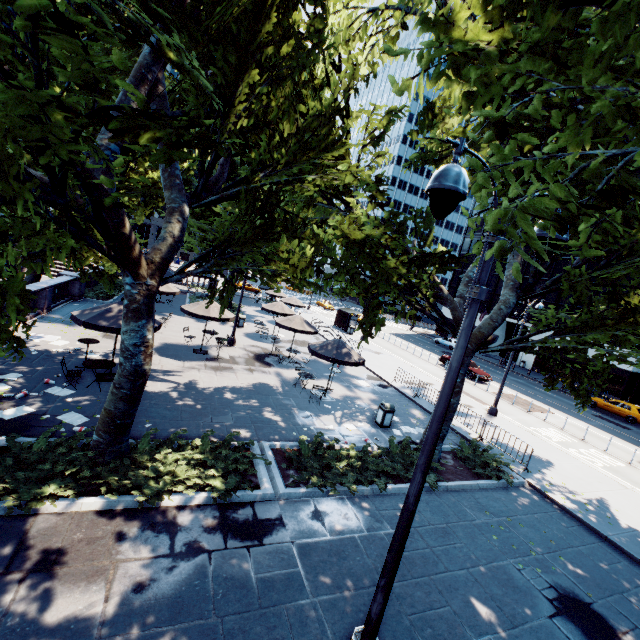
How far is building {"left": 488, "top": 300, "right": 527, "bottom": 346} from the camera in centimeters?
4788cm

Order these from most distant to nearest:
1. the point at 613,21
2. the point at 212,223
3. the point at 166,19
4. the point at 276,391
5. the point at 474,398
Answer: the point at 212,223 → the point at 474,398 → the point at 276,391 → the point at 166,19 → the point at 613,21

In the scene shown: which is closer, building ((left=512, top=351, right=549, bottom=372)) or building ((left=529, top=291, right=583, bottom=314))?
building ((left=529, top=291, right=583, bottom=314))

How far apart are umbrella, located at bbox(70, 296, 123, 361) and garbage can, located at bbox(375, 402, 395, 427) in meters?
9.6

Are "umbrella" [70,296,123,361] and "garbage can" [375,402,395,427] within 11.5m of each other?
yes

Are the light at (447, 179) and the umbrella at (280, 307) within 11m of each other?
no

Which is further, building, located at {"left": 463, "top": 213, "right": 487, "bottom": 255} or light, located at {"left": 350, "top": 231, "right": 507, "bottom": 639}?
building, located at {"left": 463, "top": 213, "right": 487, "bottom": 255}

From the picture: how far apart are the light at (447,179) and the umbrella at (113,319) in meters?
10.2
